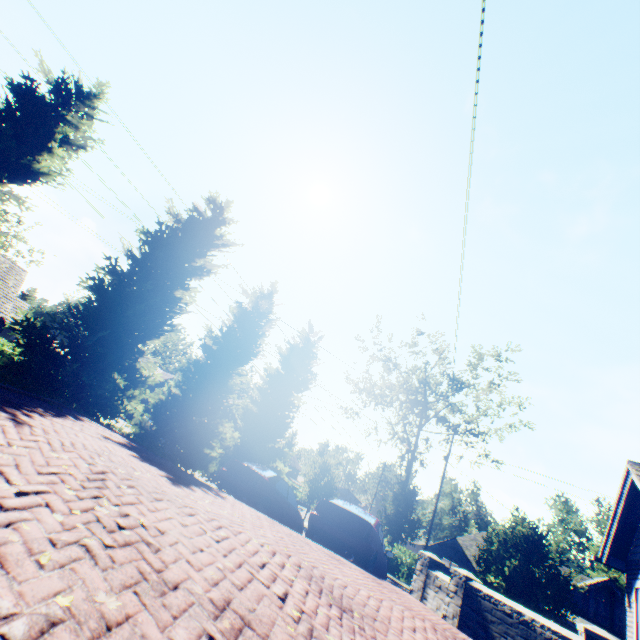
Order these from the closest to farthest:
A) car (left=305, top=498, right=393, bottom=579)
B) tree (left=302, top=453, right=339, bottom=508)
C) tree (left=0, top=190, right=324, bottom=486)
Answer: car (left=305, top=498, right=393, bottom=579), tree (left=0, top=190, right=324, bottom=486), tree (left=302, top=453, right=339, bottom=508)

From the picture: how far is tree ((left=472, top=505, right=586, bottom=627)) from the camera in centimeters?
1405cm

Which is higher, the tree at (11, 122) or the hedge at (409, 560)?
the tree at (11, 122)

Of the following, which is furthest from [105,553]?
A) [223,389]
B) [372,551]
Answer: [223,389]

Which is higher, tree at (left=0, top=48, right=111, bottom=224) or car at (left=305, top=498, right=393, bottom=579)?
tree at (left=0, top=48, right=111, bottom=224)

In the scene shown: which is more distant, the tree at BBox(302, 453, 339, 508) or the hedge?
the tree at BBox(302, 453, 339, 508)

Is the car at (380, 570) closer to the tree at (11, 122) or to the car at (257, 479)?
the car at (257, 479)
